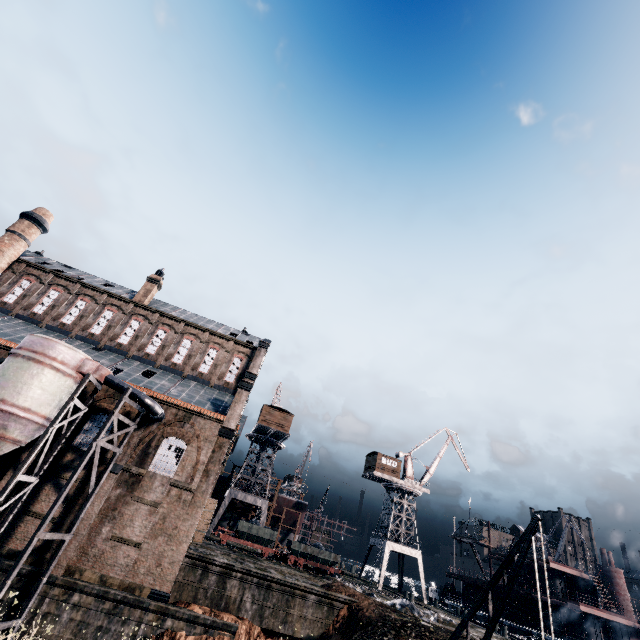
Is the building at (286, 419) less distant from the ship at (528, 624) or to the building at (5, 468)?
the building at (5, 468)

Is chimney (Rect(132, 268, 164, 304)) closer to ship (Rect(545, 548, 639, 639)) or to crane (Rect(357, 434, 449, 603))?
crane (Rect(357, 434, 449, 603))

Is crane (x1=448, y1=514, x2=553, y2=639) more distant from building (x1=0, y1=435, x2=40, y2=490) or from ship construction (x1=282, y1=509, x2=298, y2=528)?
ship construction (x1=282, y1=509, x2=298, y2=528)

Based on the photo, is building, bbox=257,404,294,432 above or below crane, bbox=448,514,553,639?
above

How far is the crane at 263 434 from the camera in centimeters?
4516cm

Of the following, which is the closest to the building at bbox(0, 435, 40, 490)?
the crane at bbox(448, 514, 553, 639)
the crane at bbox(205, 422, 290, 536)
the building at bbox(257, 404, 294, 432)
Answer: the building at bbox(257, 404, 294, 432)

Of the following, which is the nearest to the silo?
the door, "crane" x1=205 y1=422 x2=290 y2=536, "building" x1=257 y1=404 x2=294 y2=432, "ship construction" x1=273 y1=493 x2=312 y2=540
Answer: the door

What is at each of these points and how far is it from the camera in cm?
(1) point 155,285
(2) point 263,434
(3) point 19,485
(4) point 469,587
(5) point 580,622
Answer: (1) chimney, 3900
(2) crane, 5341
(3) building, 2250
(4) ship, 4944
(5) ship, 3491
